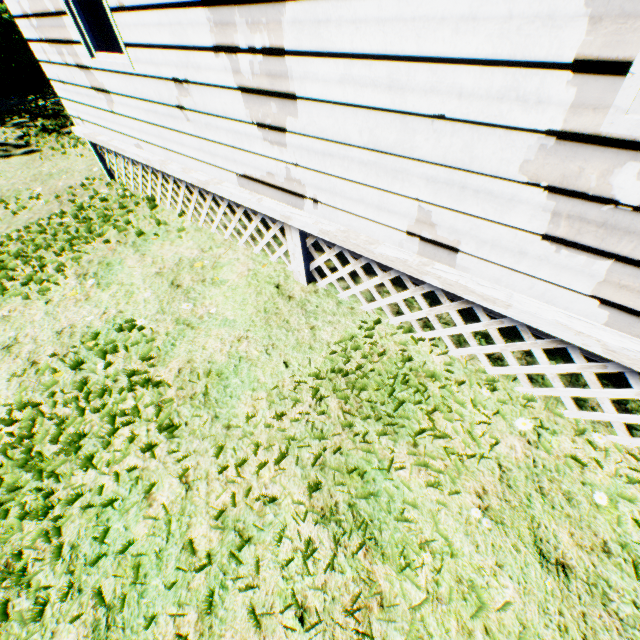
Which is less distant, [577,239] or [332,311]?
[577,239]

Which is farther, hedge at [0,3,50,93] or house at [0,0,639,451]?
hedge at [0,3,50,93]

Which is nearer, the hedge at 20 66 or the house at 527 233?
the house at 527 233
